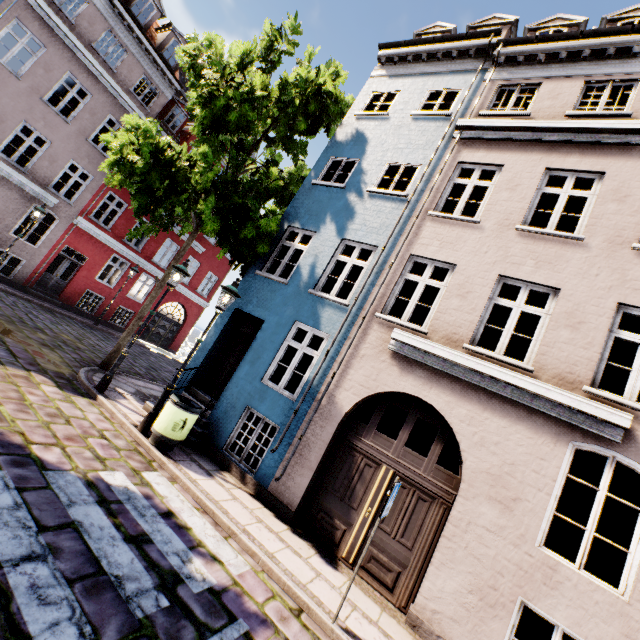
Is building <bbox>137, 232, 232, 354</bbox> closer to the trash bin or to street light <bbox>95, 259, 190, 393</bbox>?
the trash bin

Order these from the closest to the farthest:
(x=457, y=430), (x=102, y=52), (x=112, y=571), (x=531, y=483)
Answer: (x=112, y=571), (x=531, y=483), (x=457, y=430), (x=102, y=52)

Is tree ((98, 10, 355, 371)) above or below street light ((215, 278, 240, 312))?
above

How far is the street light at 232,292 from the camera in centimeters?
728cm

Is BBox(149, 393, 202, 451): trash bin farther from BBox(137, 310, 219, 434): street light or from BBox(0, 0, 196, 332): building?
BBox(0, 0, 196, 332): building

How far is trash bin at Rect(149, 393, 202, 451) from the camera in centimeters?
640cm

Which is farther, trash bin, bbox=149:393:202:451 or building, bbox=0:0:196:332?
building, bbox=0:0:196:332

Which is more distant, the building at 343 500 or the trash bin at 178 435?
the trash bin at 178 435
